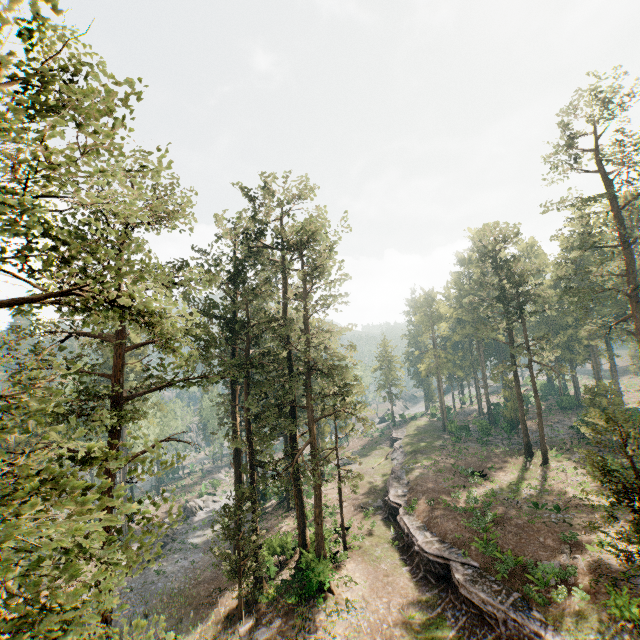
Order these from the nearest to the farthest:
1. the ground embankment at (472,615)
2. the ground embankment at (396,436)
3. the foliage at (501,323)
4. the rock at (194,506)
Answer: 1. the ground embankment at (472,615)
2. the foliage at (501,323)
3. the rock at (194,506)
4. the ground embankment at (396,436)

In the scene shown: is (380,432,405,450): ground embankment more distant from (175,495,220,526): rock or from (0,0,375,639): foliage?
(175,495,220,526): rock

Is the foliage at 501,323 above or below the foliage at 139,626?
above

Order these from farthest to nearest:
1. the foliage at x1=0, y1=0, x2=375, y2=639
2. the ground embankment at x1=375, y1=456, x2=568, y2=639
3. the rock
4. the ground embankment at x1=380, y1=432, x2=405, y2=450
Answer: the ground embankment at x1=380, y1=432, x2=405, y2=450 → the rock → the ground embankment at x1=375, y1=456, x2=568, y2=639 → the foliage at x1=0, y1=0, x2=375, y2=639

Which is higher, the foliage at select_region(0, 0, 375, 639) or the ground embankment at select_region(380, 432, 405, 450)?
the foliage at select_region(0, 0, 375, 639)

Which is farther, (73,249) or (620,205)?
(620,205)

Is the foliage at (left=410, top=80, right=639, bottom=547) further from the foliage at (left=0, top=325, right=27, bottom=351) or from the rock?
the rock

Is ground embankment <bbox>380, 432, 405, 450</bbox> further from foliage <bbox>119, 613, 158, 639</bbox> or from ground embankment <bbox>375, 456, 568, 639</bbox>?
ground embankment <bbox>375, 456, 568, 639</bbox>
